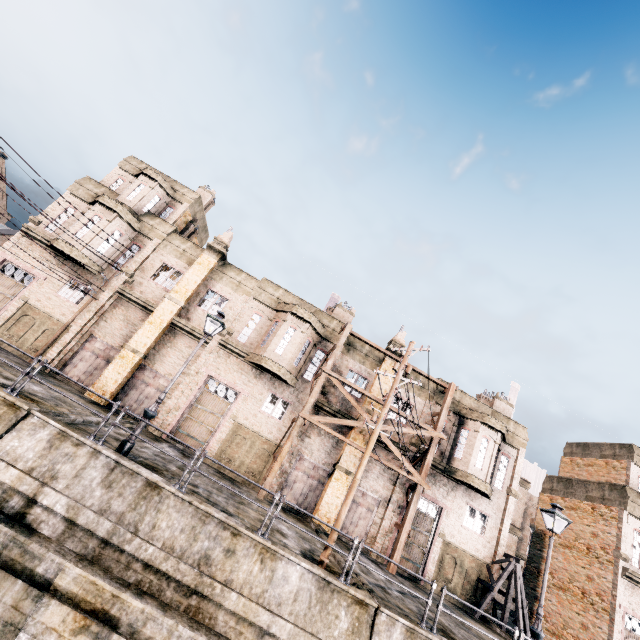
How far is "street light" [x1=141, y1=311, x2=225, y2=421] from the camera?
11.0m

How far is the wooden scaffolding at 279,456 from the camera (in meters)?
18.56

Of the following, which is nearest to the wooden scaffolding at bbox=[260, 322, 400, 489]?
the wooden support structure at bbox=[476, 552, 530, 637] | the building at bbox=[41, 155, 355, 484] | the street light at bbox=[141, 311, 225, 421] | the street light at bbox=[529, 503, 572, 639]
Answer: the building at bbox=[41, 155, 355, 484]

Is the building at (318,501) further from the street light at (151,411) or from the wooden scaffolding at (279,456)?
the street light at (151,411)

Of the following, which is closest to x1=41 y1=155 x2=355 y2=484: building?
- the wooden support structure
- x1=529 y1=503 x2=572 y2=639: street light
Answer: the wooden support structure

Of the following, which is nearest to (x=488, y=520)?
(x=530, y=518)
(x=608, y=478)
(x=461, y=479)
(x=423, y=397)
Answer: (x=461, y=479)

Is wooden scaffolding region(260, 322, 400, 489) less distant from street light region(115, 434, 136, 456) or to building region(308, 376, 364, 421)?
building region(308, 376, 364, 421)

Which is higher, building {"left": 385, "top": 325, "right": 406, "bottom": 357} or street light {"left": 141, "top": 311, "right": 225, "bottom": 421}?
building {"left": 385, "top": 325, "right": 406, "bottom": 357}
